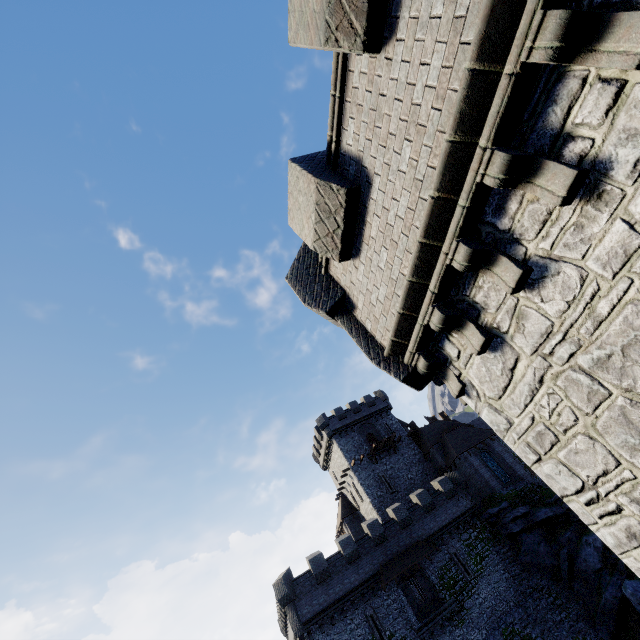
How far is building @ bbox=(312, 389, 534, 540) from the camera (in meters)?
36.59

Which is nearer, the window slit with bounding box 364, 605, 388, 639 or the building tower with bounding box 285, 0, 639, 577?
the building tower with bounding box 285, 0, 639, 577

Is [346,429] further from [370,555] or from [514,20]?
[514,20]

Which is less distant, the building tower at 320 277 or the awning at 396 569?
the building tower at 320 277

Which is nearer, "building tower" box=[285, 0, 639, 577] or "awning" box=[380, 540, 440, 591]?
"building tower" box=[285, 0, 639, 577]

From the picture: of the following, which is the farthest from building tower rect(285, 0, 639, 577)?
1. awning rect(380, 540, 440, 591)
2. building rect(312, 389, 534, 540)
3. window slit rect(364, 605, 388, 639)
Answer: window slit rect(364, 605, 388, 639)

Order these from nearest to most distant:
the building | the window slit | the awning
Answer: the window slit, the awning, the building

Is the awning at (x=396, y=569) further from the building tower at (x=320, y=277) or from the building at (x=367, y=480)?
the building tower at (x=320, y=277)
